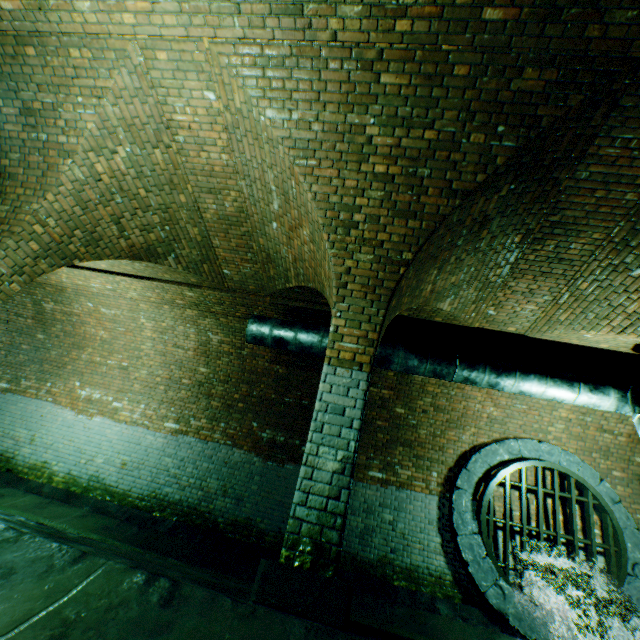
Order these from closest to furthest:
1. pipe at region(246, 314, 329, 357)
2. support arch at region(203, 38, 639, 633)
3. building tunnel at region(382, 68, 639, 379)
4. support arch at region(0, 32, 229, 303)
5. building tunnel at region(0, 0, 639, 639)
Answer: building tunnel at region(0, 0, 639, 639) < support arch at region(203, 38, 639, 633) < building tunnel at region(382, 68, 639, 379) < support arch at region(0, 32, 229, 303) < pipe at region(246, 314, 329, 357)

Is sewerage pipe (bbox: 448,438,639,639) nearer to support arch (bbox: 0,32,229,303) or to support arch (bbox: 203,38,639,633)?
support arch (bbox: 203,38,639,633)

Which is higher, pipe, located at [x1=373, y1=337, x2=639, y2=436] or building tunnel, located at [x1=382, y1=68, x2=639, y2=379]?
building tunnel, located at [x1=382, y1=68, x2=639, y2=379]

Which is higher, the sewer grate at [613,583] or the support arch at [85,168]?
the support arch at [85,168]

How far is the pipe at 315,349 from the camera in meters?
6.1 m

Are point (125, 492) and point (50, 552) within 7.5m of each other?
yes

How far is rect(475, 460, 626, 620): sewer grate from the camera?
5.7 meters

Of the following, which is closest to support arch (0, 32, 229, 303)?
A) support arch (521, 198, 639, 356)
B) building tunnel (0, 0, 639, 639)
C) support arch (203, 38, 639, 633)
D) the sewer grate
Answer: building tunnel (0, 0, 639, 639)
